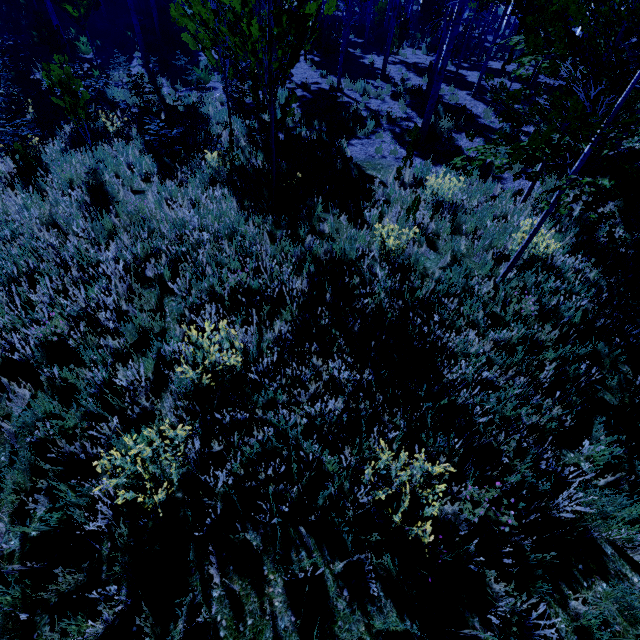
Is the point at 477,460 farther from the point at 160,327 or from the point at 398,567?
the point at 160,327

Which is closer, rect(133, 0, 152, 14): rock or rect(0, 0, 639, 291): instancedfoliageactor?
rect(0, 0, 639, 291): instancedfoliageactor

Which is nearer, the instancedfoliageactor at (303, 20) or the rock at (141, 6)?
the instancedfoliageactor at (303, 20)
